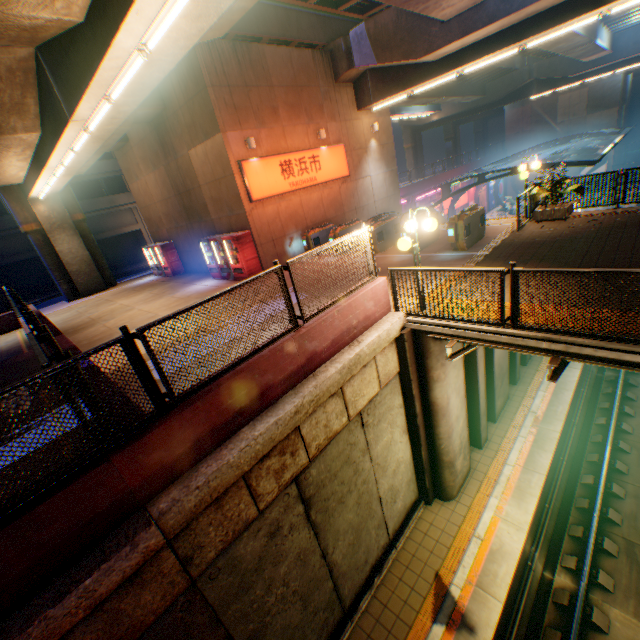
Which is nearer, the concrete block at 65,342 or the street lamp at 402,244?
the street lamp at 402,244

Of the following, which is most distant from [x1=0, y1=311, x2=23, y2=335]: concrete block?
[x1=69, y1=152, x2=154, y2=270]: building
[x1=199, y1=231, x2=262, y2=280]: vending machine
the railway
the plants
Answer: [x1=69, y1=152, x2=154, y2=270]: building

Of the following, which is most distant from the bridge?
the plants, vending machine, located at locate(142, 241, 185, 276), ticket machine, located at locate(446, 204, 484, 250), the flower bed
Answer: vending machine, located at locate(142, 241, 185, 276)

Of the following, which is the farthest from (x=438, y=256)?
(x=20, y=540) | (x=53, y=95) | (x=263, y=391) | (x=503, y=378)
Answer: (x=53, y=95)

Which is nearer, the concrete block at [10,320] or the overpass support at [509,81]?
the overpass support at [509,81]

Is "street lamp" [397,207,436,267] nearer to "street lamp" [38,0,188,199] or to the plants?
"street lamp" [38,0,188,199]

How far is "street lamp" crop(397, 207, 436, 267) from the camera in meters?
6.5 m

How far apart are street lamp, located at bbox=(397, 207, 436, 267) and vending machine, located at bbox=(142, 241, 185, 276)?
17.0m
